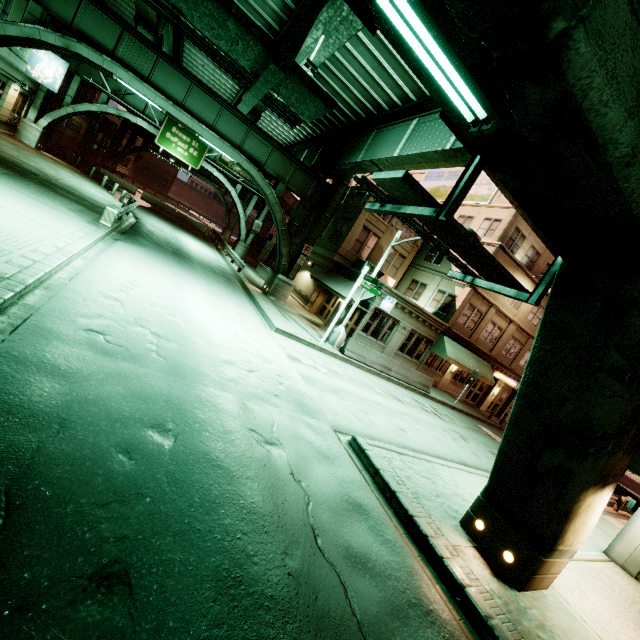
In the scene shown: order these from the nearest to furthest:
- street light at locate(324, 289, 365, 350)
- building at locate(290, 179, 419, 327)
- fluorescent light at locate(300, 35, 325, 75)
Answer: fluorescent light at locate(300, 35, 325, 75), street light at locate(324, 289, 365, 350), building at locate(290, 179, 419, 327)

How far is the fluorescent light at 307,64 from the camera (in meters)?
9.05

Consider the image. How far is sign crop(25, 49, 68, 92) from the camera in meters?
23.1

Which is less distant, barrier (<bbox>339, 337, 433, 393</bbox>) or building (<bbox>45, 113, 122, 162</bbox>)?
barrier (<bbox>339, 337, 433, 393</bbox>)

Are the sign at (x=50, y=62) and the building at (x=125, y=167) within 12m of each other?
no

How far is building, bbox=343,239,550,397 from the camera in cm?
2203

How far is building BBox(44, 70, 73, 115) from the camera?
29.11m

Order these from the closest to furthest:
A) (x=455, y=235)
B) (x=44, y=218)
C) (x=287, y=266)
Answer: (x=455, y=235)
(x=44, y=218)
(x=287, y=266)
